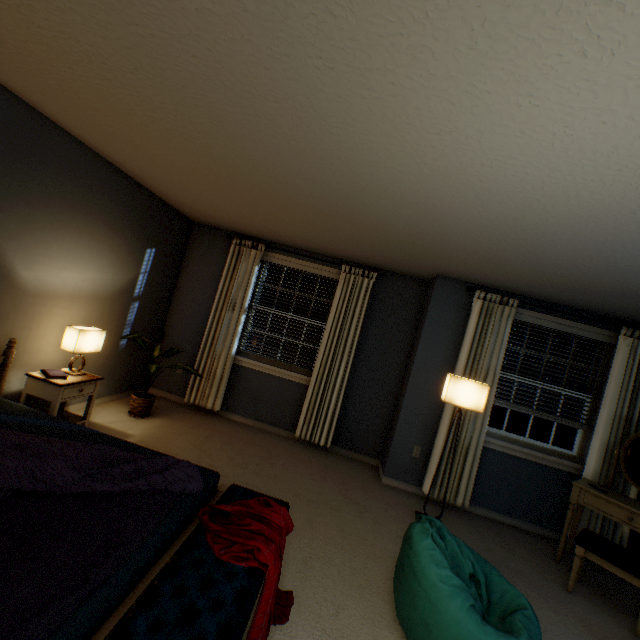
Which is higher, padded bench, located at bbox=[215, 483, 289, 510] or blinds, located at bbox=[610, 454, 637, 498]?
blinds, located at bbox=[610, 454, 637, 498]

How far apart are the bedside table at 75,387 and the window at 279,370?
1.6 meters

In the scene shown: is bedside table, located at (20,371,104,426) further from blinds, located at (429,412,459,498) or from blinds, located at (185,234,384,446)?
blinds, located at (429,412,459,498)

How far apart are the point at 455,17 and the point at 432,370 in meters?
3.3

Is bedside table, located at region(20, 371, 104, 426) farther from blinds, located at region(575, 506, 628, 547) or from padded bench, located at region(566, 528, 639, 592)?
padded bench, located at region(566, 528, 639, 592)

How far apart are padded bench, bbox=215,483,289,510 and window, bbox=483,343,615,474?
2.56m

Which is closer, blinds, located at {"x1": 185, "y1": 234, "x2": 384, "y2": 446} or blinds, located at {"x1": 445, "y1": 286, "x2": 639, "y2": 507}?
blinds, located at {"x1": 445, "y1": 286, "x2": 639, "y2": 507}

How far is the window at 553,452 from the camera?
3.50m
